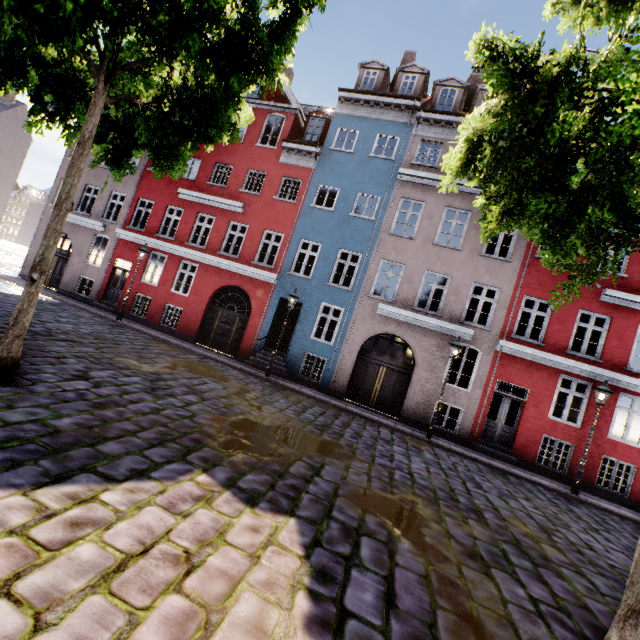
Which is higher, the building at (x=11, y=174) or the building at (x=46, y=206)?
the building at (x=11, y=174)

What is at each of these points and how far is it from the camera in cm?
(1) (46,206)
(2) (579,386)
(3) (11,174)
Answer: (1) building, 1947
(2) building, 2117
(3) building, 4256

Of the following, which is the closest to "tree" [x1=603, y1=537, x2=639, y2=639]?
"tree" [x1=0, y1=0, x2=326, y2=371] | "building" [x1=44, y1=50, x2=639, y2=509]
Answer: "building" [x1=44, y1=50, x2=639, y2=509]

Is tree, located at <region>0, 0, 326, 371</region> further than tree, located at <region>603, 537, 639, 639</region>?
Yes

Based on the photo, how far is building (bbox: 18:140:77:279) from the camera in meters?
19.2 m

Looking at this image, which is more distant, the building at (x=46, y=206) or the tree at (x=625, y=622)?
the building at (x=46, y=206)
